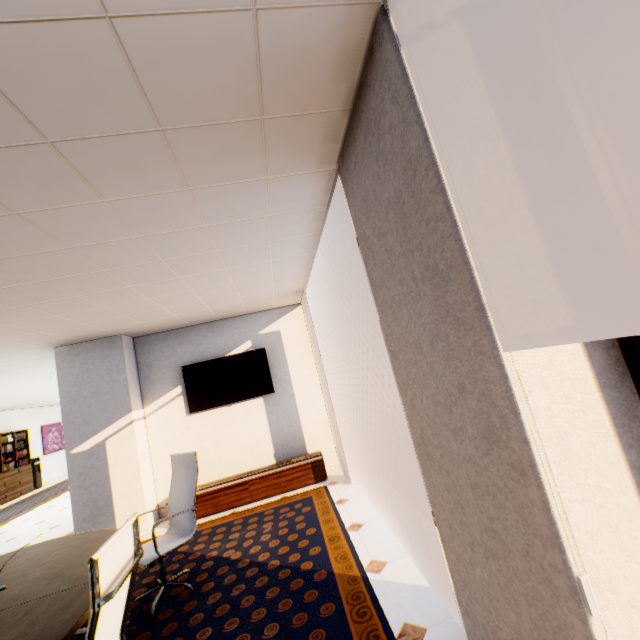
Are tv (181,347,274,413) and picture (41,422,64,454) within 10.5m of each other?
no

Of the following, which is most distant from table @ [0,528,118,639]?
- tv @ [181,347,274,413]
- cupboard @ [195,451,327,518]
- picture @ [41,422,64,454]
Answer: picture @ [41,422,64,454]

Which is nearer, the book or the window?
the window

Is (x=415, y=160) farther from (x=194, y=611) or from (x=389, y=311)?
(x=194, y=611)

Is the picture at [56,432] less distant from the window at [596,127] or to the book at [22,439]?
the book at [22,439]

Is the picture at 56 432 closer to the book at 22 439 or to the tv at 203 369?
the book at 22 439

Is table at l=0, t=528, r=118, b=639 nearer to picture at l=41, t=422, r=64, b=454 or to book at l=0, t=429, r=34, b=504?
book at l=0, t=429, r=34, b=504

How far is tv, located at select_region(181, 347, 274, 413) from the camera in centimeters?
542cm
